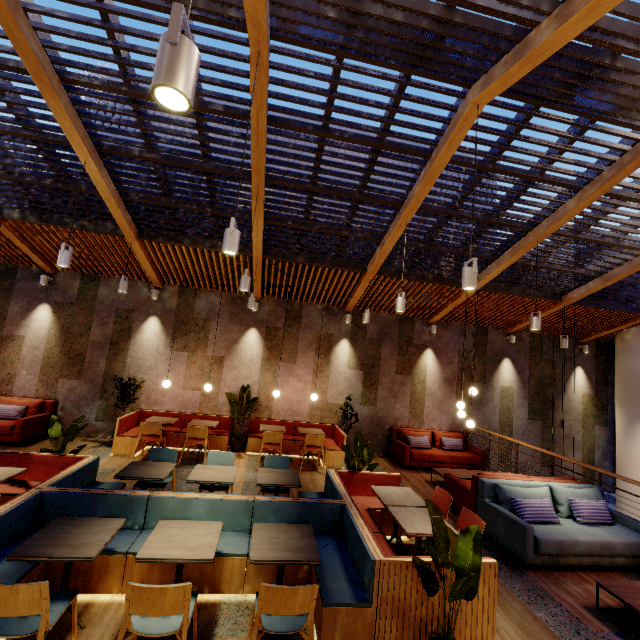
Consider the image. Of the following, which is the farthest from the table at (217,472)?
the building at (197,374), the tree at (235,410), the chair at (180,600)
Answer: the tree at (235,410)

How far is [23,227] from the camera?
6.89m

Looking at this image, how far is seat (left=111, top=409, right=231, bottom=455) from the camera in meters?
7.2 m

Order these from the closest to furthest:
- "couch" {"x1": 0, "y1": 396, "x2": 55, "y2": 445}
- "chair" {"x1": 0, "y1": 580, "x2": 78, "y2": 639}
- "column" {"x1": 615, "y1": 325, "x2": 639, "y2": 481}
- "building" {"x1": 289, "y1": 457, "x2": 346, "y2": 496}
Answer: "chair" {"x1": 0, "y1": 580, "x2": 78, "y2": 639}
"building" {"x1": 289, "y1": 457, "x2": 346, "y2": 496}
"couch" {"x1": 0, "y1": 396, "x2": 55, "y2": 445}
"column" {"x1": 615, "y1": 325, "x2": 639, "y2": 481}

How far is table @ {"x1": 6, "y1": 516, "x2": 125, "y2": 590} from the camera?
2.6m

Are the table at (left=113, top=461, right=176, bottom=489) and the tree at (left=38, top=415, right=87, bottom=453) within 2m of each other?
yes

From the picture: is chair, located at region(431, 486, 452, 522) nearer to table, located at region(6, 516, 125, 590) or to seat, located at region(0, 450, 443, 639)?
seat, located at region(0, 450, 443, 639)

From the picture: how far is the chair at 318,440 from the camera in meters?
7.4 m
